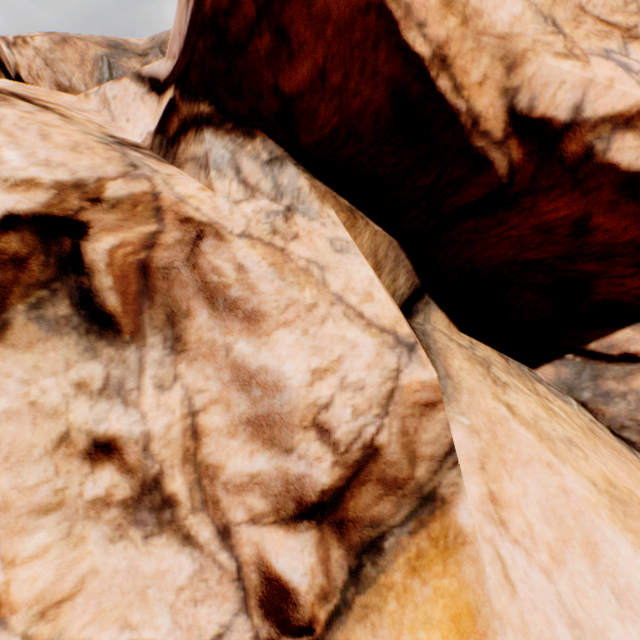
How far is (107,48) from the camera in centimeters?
1230cm
